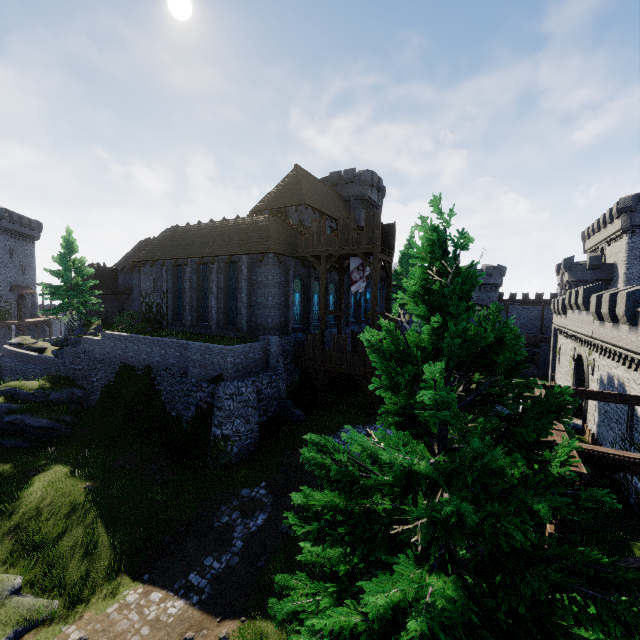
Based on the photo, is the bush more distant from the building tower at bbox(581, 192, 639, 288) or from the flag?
the building tower at bbox(581, 192, 639, 288)

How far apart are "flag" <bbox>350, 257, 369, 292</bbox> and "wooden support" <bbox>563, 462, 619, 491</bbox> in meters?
16.8

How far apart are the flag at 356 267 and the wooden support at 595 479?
16.8m

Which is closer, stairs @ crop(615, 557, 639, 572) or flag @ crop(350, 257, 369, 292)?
stairs @ crop(615, 557, 639, 572)

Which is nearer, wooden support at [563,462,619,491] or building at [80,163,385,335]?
wooden support at [563,462,619,491]

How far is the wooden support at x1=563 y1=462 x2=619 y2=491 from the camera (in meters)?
5.52

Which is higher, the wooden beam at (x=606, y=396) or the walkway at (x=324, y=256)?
the walkway at (x=324, y=256)

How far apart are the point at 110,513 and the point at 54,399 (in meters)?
14.91
